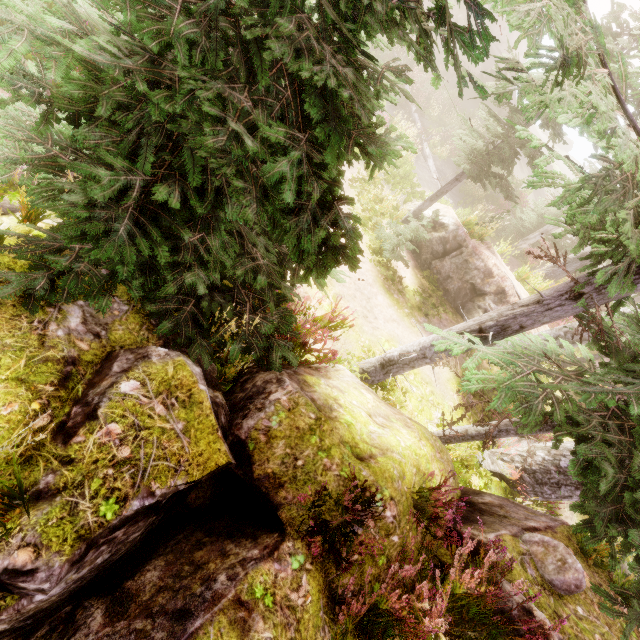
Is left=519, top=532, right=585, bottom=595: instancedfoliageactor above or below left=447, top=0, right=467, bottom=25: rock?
above

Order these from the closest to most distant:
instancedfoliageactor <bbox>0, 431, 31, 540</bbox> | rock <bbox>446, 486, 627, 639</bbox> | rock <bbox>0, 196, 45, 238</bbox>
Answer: instancedfoliageactor <bbox>0, 431, 31, 540</bbox> → rock <bbox>446, 486, 627, 639</bbox> → rock <bbox>0, 196, 45, 238</bbox>

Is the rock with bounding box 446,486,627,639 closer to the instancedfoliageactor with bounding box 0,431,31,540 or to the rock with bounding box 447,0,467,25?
the instancedfoliageactor with bounding box 0,431,31,540

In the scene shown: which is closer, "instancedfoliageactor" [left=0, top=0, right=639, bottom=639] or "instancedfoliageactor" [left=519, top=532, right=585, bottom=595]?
"instancedfoliageactor" [left=0, top=0, right=639, bottom=639]

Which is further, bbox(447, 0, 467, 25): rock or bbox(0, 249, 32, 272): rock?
bbox(447, 0, 467, 25): rock

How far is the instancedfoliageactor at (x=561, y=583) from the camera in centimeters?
373cm

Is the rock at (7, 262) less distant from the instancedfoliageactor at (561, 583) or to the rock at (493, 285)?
the instancedfoliageactor at (561, 583)

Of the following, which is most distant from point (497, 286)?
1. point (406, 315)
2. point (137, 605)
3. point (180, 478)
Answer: point (137, 605)
